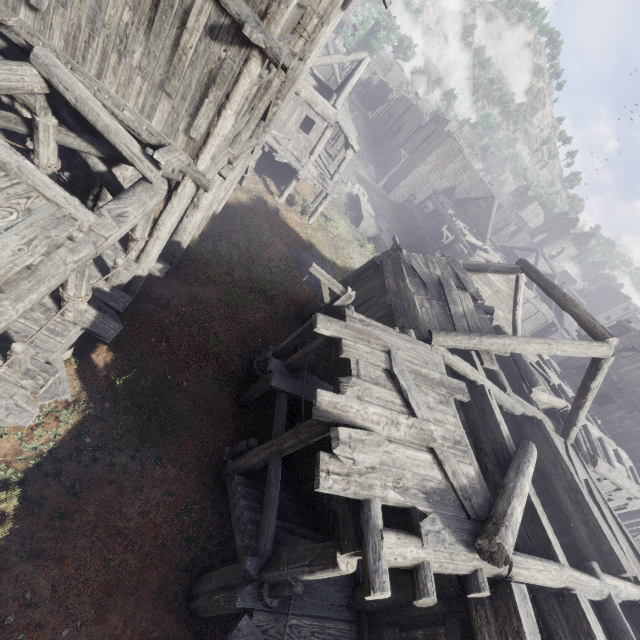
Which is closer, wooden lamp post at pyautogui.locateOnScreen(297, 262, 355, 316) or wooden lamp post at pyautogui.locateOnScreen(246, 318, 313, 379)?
wooden lamp post at pyautogui.locateOnScreen(297, 262, 355, 316)

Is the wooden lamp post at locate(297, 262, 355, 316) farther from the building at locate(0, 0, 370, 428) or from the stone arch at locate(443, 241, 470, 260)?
the stone arch at locate(443, 241, 470, 260)

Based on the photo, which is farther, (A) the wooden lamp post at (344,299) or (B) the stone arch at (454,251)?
(B) the stone arch at (454,251)

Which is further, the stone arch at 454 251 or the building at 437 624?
the stone arch at 454 251

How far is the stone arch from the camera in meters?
24.4

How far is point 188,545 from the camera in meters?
7.2 m
